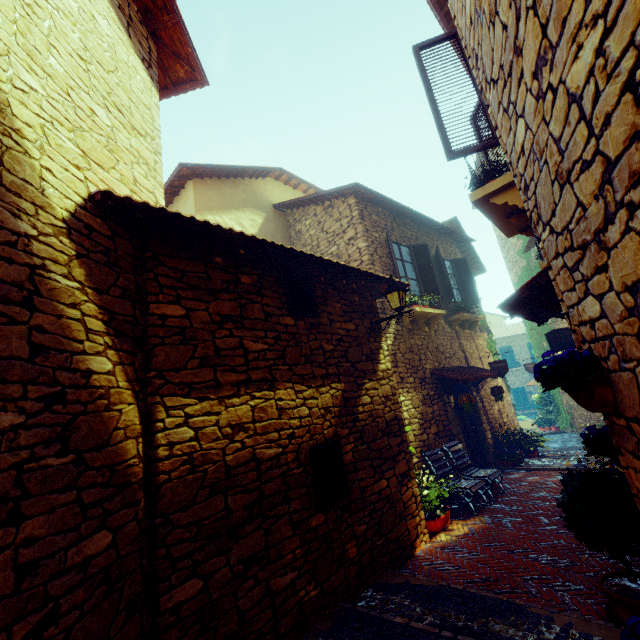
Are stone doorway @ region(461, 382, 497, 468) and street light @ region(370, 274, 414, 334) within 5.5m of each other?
yes

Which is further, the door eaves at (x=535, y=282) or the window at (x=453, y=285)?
the window at (x=453, y=285)

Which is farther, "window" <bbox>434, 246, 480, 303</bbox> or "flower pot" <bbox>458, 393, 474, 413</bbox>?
"window" <bbox>434, 246, 480, 303</bbox>

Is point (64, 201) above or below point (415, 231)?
below

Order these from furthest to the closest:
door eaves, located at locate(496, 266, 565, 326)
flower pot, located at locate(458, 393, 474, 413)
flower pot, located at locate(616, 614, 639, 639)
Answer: flower pot, located at locate(458, 393, 474, 413), door eaves, located at locate(496, 266, 565, 326), flower pot, located at locate(616, 614, 639, 639)

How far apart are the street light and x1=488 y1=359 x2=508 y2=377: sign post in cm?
535

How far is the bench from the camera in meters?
6.2 m

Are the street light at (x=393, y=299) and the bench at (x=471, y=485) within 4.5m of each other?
yes
